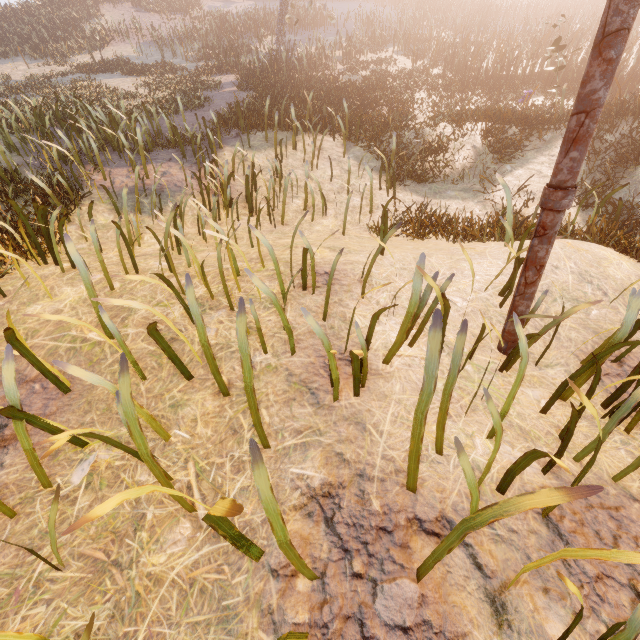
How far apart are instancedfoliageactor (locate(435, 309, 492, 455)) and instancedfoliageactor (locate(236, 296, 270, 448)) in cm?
90

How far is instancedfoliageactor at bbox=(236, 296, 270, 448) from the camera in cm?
183

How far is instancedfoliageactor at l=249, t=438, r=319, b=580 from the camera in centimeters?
119cm

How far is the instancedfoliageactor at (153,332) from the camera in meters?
2.2 m

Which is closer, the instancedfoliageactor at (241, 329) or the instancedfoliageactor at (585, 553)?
the instancedfoliageactor at (585, 553)

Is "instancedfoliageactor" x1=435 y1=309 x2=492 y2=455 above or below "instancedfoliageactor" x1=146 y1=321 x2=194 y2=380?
below

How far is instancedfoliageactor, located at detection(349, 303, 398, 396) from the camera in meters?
2.1

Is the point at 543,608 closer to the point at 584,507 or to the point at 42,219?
the point at 584,507
